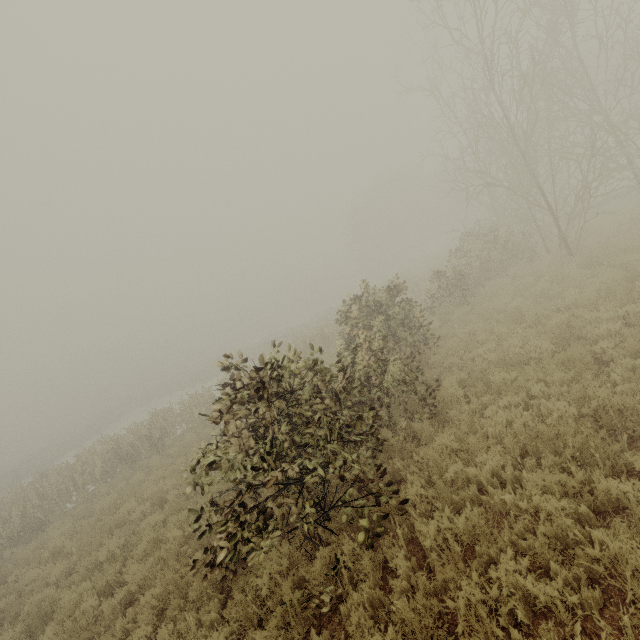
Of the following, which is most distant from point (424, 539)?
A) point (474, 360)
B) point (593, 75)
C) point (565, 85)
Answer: point (593, 75)
